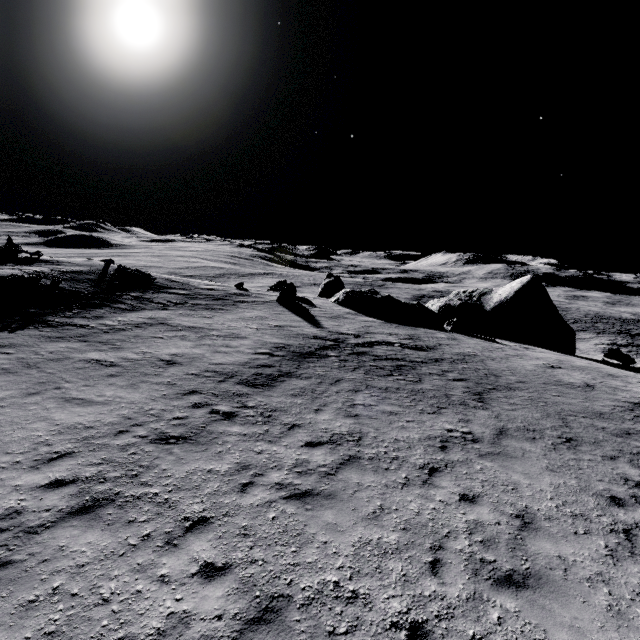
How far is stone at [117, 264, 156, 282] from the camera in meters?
27.2

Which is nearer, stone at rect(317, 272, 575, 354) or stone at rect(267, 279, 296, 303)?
stone at rect(267, 279, 296, 303)

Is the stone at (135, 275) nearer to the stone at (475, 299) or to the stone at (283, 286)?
the stone at (283, 286)

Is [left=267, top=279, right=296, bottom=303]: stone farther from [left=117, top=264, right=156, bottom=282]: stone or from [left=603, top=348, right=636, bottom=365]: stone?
[left=117, top=264, right=156, bottom=282]: stone

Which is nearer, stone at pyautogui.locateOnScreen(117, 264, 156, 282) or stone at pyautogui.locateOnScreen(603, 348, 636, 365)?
stone at pyautogui.locateOnScreen(603, 348, 636, 365)

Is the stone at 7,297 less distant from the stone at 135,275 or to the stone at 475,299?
the stone at 135,275

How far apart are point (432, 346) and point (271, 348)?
10.1 meters

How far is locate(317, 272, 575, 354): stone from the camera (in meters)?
27.48
